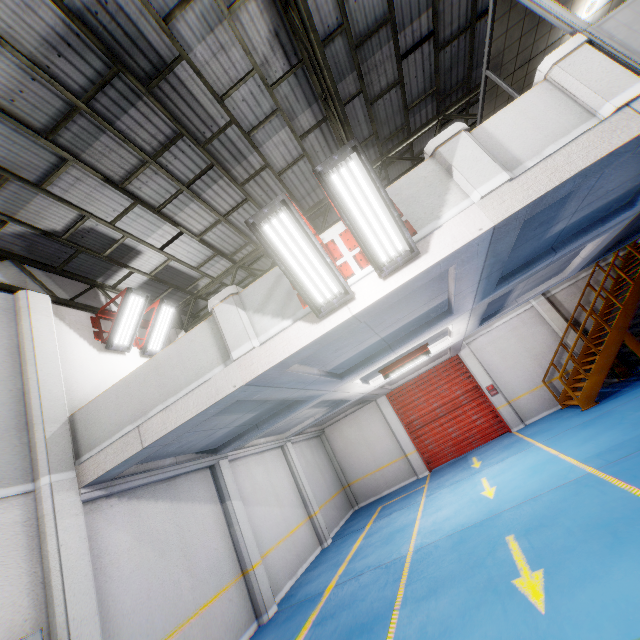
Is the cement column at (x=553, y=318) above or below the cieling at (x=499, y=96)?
below

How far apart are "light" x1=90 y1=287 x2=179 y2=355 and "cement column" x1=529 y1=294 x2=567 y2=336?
14.7m

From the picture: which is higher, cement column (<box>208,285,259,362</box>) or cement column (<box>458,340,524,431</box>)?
cement column (<box>208,285,259,362</box>)

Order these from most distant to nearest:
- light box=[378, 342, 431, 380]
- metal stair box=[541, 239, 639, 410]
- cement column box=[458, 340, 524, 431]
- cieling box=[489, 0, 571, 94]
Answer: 1. cement column box=[458, 340, 524, 431]
2. metal stair box=[541, 239, 639, 410]
3. light box=[378, 342, 431, 380]
4. cieling box=[489, 0, 571, 94]

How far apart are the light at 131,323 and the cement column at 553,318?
14.7 meters

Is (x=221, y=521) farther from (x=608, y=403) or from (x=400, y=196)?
(x=608, y=403)

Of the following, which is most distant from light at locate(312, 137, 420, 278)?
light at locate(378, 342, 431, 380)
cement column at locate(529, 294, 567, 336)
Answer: cement column at locate(529, 294, 567, 336)

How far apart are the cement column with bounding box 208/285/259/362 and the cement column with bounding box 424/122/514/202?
Answer: 3.45m
